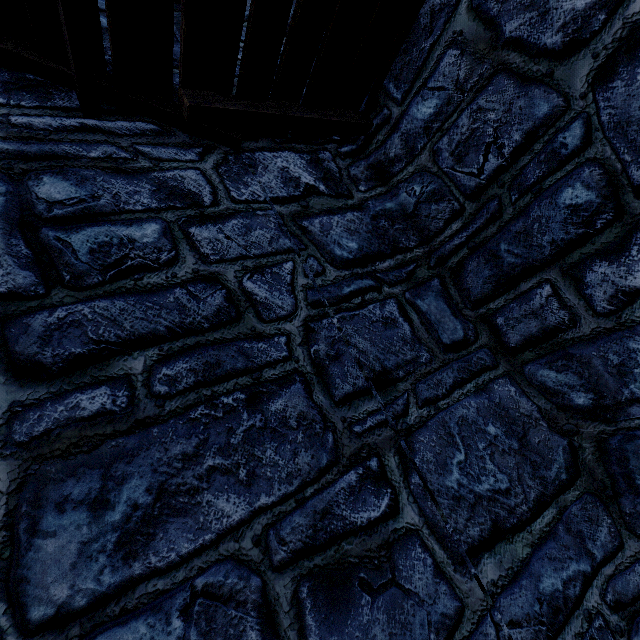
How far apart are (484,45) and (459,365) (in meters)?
2.08
